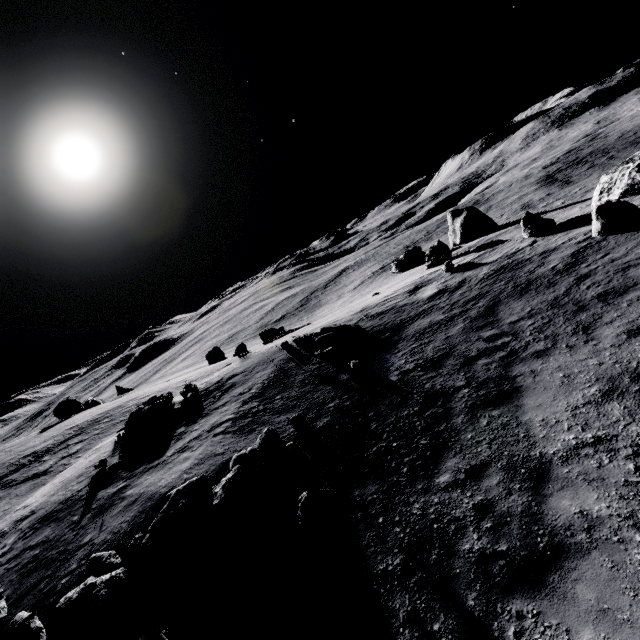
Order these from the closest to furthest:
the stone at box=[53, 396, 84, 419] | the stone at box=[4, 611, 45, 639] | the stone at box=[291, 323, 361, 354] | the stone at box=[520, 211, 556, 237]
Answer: the stone at box=[4, 611, 45, 639]
the stone at box=[291, 323, 361, 354]
the stone at box=[520, 211, 556, 237]
the stone at box=[53, 396, 84, 419]

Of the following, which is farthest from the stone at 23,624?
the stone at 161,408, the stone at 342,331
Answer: the stone at 161,408

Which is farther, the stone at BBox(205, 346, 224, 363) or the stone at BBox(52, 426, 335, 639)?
the stone at BBox(205, 346, 224, 363)

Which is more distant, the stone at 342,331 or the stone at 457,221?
the stone at 457,221

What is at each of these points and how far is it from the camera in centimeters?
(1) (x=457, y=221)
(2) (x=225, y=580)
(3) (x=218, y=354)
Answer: (1) stone, 4066cm
(2) stone, 663cm
(3) stone, 4494cm

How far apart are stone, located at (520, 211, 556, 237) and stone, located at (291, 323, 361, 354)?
11.3 meters

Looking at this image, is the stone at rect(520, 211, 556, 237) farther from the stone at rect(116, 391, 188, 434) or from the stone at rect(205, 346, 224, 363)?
the stone at rect(205, 346, 224, 363)

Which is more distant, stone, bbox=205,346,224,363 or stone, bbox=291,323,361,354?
stone, bbox=205,346,224,363
